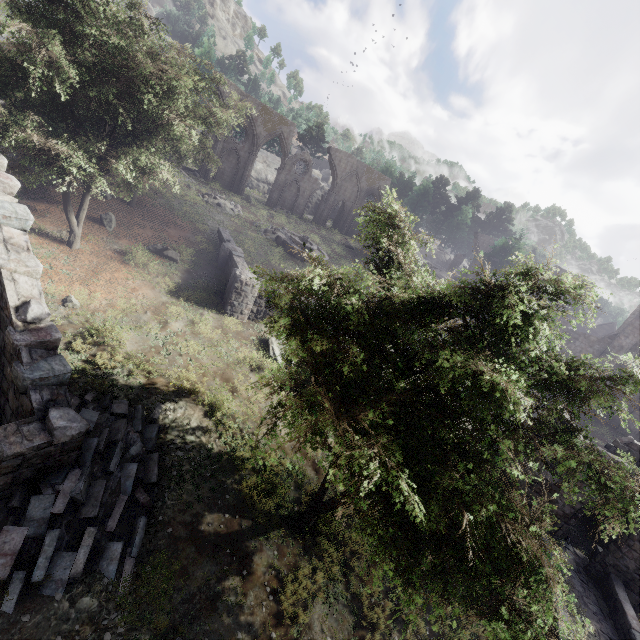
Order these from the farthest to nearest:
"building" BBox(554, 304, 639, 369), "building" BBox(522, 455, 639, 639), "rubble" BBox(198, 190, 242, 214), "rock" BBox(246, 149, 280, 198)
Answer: "rock" BBox(246, 149, 280, 198)
"rubble" BBox(198, 190, 242, 214)
"building" BBox(554, 304, 639, 369)
"building" BBox(522, 455, 639, 639)

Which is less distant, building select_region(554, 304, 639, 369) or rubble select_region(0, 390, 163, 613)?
rubble select_region(0, 390, 163, 613)

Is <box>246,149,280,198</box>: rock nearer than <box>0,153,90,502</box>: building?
No

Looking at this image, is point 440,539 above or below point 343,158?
below

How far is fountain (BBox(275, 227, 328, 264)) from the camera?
29.64m

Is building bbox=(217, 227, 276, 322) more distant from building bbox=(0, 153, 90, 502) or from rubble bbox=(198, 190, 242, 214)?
building bbox=(0, 153, 90, 502)

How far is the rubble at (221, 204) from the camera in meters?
29.5 m

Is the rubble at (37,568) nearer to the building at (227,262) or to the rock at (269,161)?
the building at (227,262)
